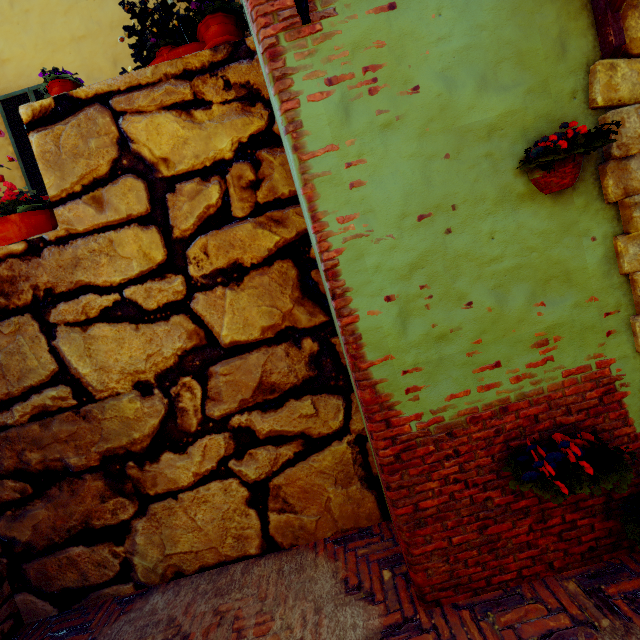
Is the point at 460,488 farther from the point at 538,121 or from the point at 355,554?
the point at 538,121

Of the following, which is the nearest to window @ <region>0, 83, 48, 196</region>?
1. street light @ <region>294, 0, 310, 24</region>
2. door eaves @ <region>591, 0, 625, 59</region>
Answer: street light @ <region>294, 0, 310, 24</region>

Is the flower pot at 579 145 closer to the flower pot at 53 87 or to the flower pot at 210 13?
the flower pot at 210 13

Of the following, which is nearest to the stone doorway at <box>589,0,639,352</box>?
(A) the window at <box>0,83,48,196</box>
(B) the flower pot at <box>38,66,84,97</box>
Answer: (B) the flower pot at <box>38,66,84,97</box>

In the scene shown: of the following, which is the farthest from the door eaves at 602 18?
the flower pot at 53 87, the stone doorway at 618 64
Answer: the flower pot at 53 87

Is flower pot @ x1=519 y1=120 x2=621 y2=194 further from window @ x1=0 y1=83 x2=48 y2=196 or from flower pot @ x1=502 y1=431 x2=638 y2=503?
window @ x1=0 y1=83 x2=48 y2=196

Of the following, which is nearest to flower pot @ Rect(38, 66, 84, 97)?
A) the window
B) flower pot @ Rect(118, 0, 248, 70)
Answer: flower pot @ Rect(118, 0, 248, 70)

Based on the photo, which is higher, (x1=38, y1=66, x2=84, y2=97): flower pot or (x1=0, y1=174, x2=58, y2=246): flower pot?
(x1=38, y1=66, x2=84, y2=97): flower pot
